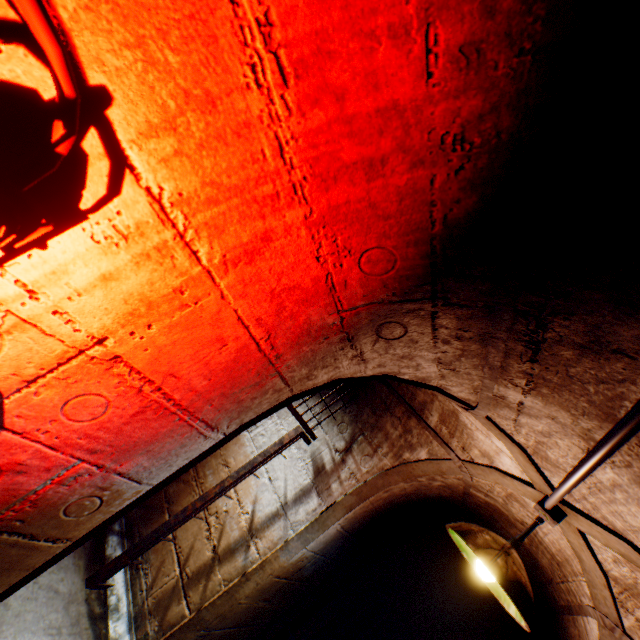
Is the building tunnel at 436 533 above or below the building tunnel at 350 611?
above

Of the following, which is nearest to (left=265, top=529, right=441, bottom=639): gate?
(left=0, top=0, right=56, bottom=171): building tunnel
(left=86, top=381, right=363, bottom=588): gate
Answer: (left=0, top=0, right=56, bottom=171): building tunnel

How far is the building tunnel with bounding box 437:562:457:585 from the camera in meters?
4.9

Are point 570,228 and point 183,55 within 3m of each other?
yes

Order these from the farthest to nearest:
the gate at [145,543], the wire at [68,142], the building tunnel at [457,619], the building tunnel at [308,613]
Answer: the building tunnel at [457,619]
the building tunnel at [308,613]
the gate at [145,543]
the wire at [68,142]

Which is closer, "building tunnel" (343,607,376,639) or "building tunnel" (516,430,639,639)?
"building tunnel" (516,430,639,639)

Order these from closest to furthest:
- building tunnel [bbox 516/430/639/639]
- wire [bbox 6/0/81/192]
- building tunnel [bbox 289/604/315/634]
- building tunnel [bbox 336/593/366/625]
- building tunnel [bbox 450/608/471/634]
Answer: wire [bbox 6/0/81/192] → building tunnel [bbox 516/430/639/639] → building tunnel [bbox 289/604/315/634] → building tunnel [bbox 336/593/366/625] → building tunnel [bbox 450/608/471/634]
